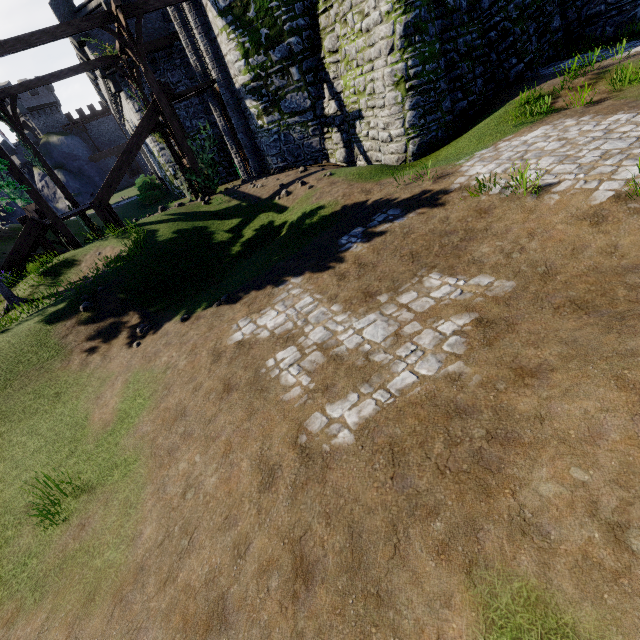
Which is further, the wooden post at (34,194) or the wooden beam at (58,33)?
the wooden post at (34,194)

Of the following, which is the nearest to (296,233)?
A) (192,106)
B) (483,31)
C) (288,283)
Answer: (288,283)

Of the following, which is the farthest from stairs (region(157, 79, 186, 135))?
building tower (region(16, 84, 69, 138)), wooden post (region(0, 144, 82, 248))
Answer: building tower (region(16, 84, 69, 138))

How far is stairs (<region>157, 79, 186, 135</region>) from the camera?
13.9 meters

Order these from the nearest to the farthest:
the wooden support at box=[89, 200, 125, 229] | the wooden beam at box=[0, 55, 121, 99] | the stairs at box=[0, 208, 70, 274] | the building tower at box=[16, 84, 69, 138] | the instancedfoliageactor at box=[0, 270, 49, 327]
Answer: the instancedfoliageactor at box=[0, 270, 49, 327] < the stairs at box=[0, 208, 70, 274] < the wooden support at box=[89, 200, 125, 229] < the wooden beam at box=[0, 55, 121, 99] < the building tower at box=[16, 84, 69, 138]

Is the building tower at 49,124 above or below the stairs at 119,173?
above

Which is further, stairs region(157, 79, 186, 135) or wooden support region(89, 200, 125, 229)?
wooden support region(89, 200, 125, 229)

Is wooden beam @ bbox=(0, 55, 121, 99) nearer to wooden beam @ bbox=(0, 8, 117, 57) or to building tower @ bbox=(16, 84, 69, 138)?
wooden beam @ bbox=(0, 8, 117, 57)
